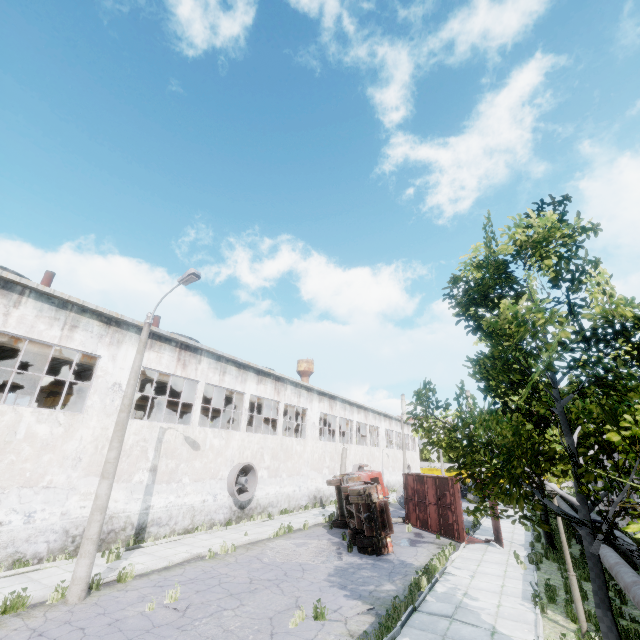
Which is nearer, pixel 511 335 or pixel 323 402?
pixel 511 335

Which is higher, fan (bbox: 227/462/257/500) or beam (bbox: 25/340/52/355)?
beam (bbox: 25/340/52/355)

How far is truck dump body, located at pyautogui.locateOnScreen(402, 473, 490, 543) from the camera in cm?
1739

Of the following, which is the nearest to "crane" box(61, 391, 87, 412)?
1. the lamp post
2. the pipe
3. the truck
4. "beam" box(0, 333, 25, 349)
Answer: "beam" box(0, 333, 25, 349)

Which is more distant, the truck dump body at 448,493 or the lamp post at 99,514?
the truck dump body at 448,493

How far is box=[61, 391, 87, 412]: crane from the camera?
20.8m

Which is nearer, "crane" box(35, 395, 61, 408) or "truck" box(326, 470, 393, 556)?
"truck" box(326, 470, 393, 556)

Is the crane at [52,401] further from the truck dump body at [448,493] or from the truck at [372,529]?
the truck dump body at [448,493]
